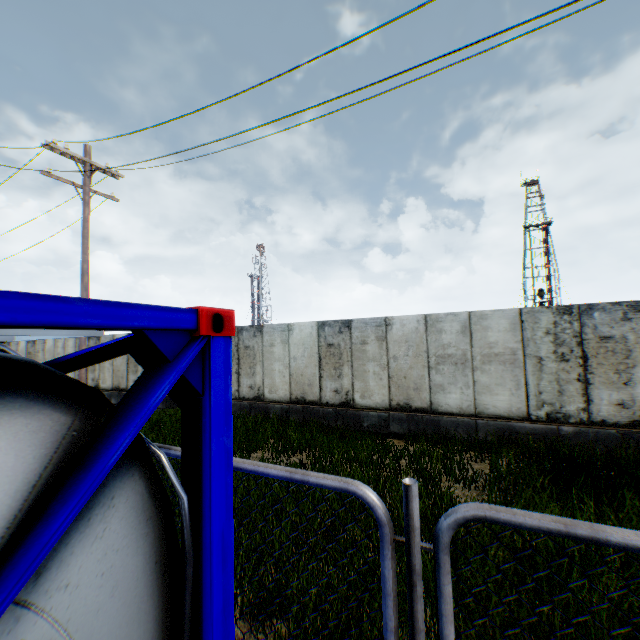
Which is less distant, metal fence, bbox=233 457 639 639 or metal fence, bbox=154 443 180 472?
metal fence, bbox=233 457 639 639

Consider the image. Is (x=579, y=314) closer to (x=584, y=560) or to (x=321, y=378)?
(x=584, y=560)

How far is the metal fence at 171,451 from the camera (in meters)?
2.08

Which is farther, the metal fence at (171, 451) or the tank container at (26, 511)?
the metal fence at (171, 451)

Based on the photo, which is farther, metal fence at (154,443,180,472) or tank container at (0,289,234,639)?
metal fence at (154,443,180,472)

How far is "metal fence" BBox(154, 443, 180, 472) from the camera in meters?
2.1 m
